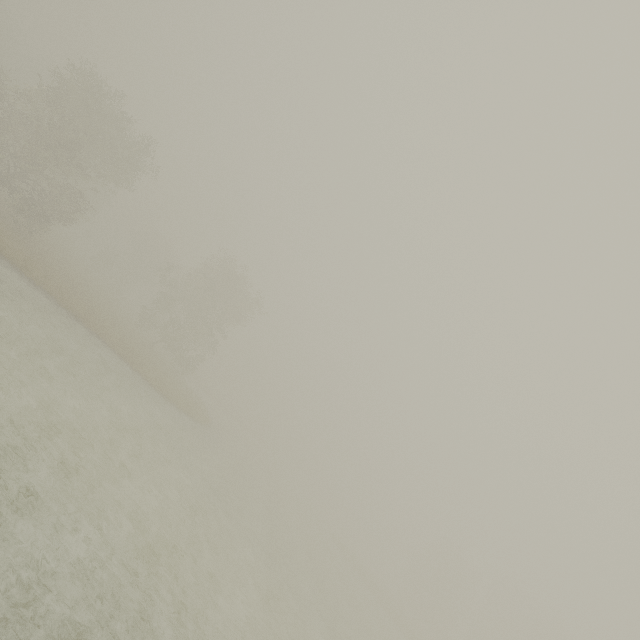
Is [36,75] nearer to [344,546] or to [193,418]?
[193,418]
